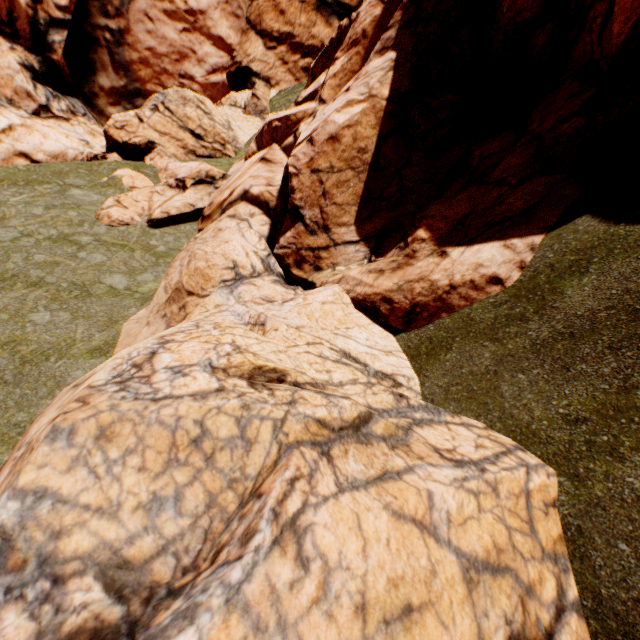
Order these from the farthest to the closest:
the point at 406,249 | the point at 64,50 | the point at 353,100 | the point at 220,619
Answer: the point at 64,50 < the point at 353,100 < the point at 406,249 < the point at 220,619
